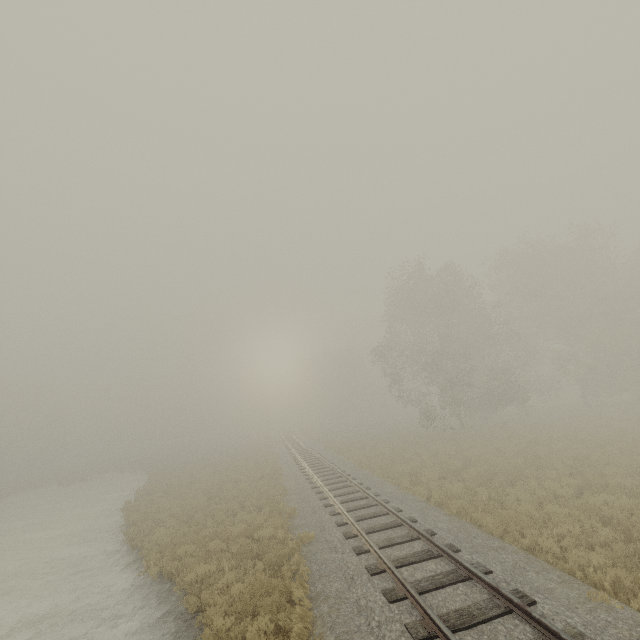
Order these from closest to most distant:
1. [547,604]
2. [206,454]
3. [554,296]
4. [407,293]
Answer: [547,604] → [554,296] → [407,293] → [206,454]
